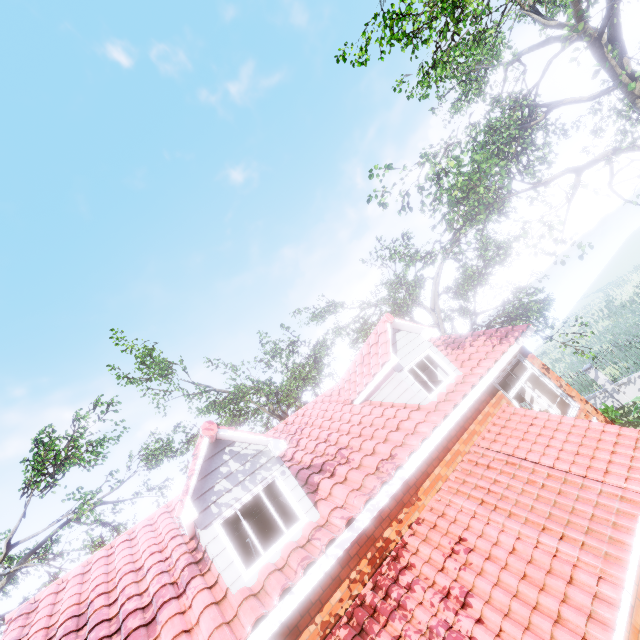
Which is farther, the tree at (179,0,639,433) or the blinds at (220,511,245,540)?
the tree at (179,0,639,433)

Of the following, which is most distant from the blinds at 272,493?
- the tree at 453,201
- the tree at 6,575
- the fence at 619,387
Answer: the fence at 619,387

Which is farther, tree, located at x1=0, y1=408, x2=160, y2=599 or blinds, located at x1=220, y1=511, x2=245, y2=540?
tree, located at x1=0, y1=408, x2=160, y2=599

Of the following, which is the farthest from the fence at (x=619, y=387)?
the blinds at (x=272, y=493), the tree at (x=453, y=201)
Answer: the blinds at (x=272, y=493)

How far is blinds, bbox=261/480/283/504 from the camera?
6.59m

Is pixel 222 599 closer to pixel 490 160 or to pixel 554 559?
pixel 554 559
